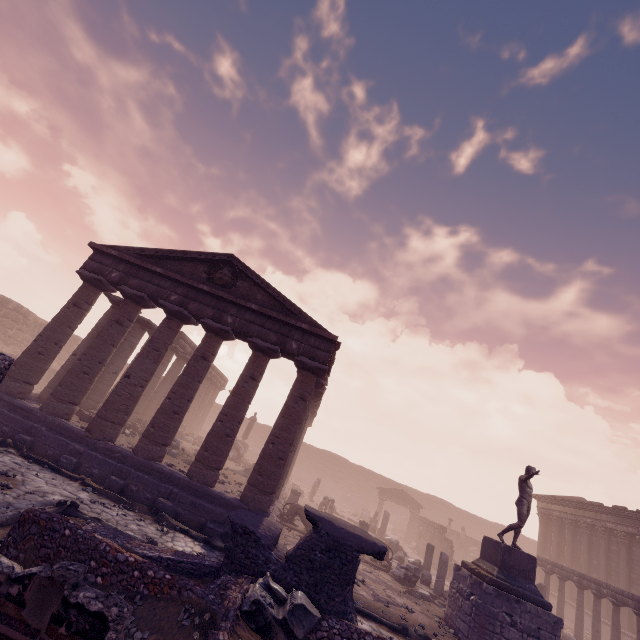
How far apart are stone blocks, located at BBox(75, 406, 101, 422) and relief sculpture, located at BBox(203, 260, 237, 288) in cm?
740

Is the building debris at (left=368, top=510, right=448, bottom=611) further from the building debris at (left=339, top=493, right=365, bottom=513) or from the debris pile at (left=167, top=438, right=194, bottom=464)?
the building debris at (left=339, top=493, right=365, bottom=513)

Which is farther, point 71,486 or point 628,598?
point 628,598

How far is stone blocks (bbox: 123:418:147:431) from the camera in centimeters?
1638cm

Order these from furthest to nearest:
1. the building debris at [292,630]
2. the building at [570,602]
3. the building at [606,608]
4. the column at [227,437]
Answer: the building at [570,602] < the building at [606,608] < the column at [227,437] < the building debris at [292,630]

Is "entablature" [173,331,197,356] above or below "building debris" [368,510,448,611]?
above

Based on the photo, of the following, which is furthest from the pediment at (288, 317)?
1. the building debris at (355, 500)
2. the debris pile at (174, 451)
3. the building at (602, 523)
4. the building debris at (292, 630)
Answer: the building debris at (355, 500)

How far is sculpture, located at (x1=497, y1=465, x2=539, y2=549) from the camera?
11.1 meters
